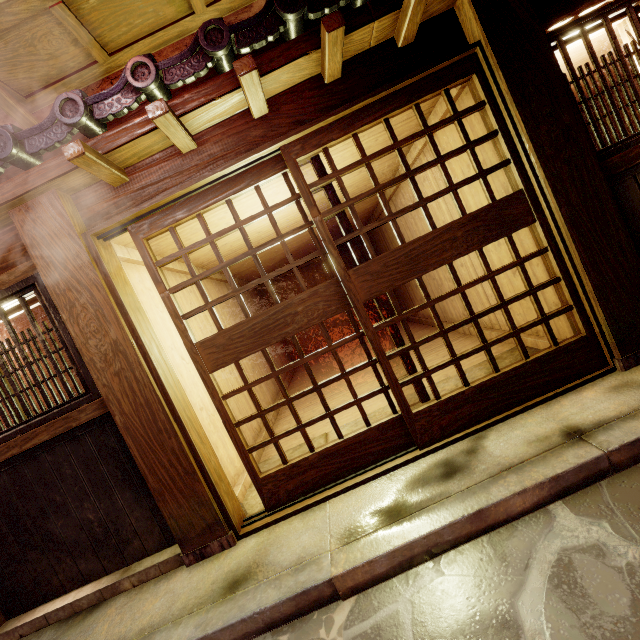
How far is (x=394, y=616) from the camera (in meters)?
3.15

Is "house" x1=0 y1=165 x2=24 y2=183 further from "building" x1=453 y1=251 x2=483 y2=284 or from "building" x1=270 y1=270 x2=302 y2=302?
"building" x1=270 y1=270 x2=302 y2=302

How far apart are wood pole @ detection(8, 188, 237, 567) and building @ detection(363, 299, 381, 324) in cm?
1373

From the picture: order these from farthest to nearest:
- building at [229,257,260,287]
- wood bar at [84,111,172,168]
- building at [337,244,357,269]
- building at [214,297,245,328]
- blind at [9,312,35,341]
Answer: building at [337,244,357,269] → building at [229,257,260,287] → building at [214,297,245,328] → blind at [9,312,35,341] → wood bar at [84,111,172,168]

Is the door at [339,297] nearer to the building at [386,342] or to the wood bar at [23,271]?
the building at [386,342]

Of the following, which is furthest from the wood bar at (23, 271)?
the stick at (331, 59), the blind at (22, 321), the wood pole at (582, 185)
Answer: the wood pole at (582, 185)

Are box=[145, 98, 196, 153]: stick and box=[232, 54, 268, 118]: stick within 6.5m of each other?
yes

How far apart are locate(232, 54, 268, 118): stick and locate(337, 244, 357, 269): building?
14.0 meters
